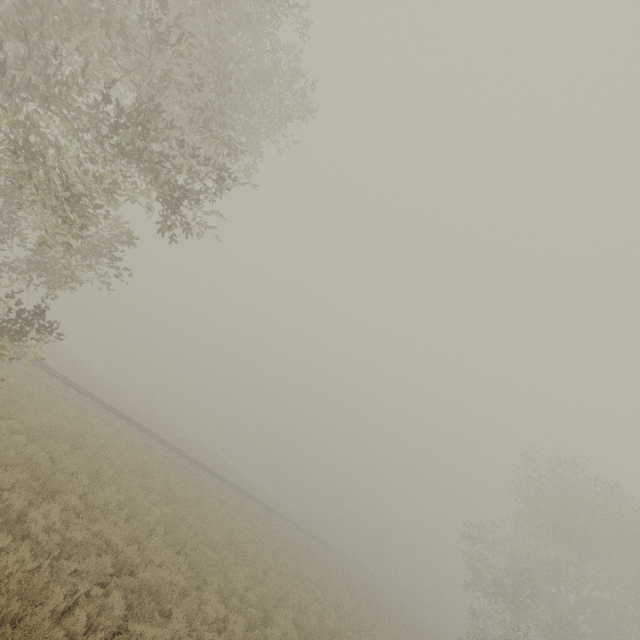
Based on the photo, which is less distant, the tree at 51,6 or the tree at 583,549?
the tree at 51,6

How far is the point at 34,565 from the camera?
6.5m

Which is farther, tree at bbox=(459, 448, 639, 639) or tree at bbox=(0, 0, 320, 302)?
tree at bbox=(459, 448, 639, 639)
